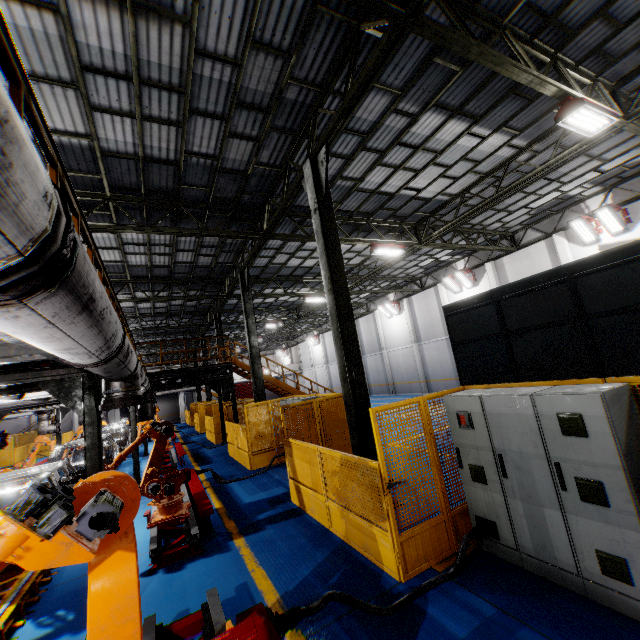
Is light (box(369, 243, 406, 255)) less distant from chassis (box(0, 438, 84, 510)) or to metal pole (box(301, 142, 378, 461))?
metal pole (box(301, 142, 378, 461))

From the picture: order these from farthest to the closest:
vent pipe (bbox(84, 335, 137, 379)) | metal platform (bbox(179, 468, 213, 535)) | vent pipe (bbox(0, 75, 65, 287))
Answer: metal platform (bbox(179, 468, 213, 535)), vent pipe (bbox(84, 335, 137, 379)), vent pipe (bbox(0, 75, 65, 287))

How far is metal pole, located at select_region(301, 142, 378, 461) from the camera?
6.7m

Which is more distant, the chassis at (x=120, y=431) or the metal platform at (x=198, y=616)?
the chassis at (x=120, y=431)

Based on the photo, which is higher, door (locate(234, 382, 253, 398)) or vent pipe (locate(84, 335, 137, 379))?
vent pipe (locate(84, 335, 137, 379))

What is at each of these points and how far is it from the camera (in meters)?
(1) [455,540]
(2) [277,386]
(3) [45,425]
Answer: (1) metal panel, 4.71
(2) metal stair, 16.41
(3) vent pipe, 15.90

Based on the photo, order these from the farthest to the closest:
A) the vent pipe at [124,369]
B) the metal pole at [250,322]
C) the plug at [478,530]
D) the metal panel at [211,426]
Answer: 1. the metal panel at [211,426]
2. the metal pole at [250,322]
3. the plug at [478,530]
4. the vent pipe at [124,369]

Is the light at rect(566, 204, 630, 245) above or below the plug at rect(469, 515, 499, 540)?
above
